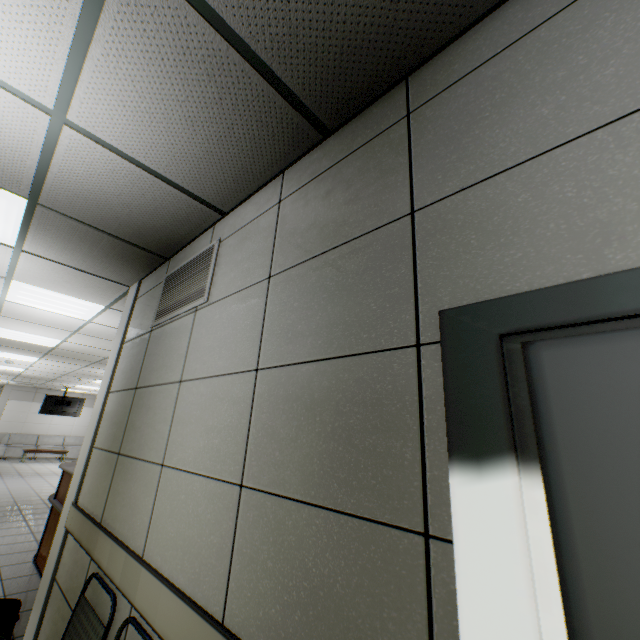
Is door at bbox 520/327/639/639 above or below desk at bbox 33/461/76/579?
above

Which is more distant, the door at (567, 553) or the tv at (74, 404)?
the tv at (74, 404)

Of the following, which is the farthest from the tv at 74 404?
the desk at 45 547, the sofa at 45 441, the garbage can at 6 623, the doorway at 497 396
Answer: the doorway at 497 396

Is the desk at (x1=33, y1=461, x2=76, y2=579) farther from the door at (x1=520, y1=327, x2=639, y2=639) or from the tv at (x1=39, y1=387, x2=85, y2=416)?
the tv at (x1=39, y1=387, x2=85, y2=416)

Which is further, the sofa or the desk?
the sofa

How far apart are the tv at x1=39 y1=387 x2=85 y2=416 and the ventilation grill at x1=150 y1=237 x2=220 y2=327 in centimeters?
1573cm

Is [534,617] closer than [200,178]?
Yes

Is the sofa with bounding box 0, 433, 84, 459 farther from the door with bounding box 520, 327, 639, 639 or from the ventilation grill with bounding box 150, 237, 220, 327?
the door with bounding box 520, 327, 639, 639
